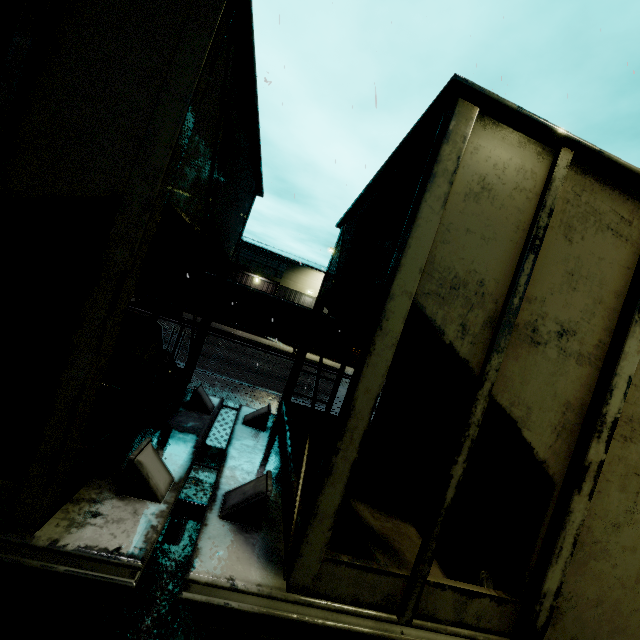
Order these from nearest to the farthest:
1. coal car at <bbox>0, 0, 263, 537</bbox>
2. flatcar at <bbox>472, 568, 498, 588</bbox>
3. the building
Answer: coal car at <bbox>0, 0, 263, 537</bbox> < flatcar at <bbox>472, 568, 498, 588</bbox> < the building

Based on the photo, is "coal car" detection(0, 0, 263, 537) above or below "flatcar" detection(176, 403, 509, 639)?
above

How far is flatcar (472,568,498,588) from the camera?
A: 2.1 meters

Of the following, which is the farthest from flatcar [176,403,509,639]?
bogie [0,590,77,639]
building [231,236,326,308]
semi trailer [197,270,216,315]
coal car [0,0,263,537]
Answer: building [231,236,326,308]

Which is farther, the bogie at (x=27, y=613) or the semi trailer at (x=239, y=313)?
the semi trailer at (x=239, y=313)

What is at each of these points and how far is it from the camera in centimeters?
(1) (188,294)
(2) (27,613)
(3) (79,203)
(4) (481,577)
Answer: (1) semi trailer, 2088cm
(2) bogie, 192cm
(3) coal car, 152cm
(4) flatcar, 207cm

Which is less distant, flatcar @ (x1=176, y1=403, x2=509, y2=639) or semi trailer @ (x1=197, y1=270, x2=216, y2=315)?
flatcar @ (x1=176, y1=403, x2=509, y2=639)

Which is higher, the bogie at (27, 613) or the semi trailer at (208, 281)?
the semi trailer at (208, 281)
